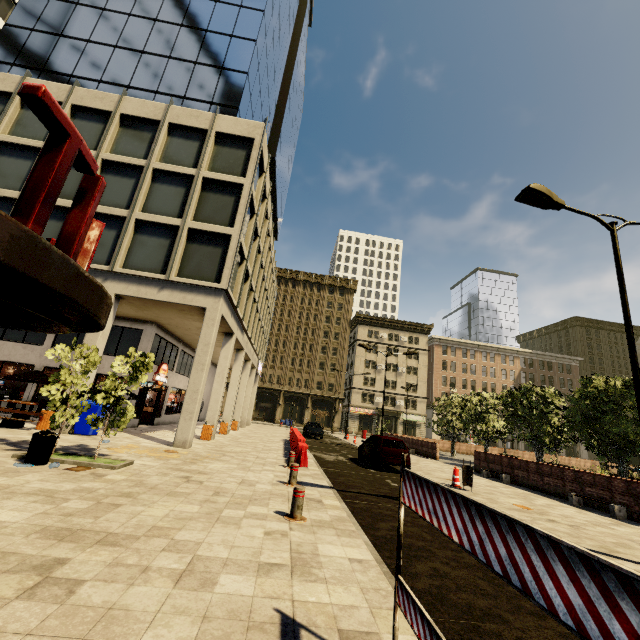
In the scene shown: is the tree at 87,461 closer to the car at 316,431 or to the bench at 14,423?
the bench at 14,423

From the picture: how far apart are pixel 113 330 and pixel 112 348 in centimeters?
107cm

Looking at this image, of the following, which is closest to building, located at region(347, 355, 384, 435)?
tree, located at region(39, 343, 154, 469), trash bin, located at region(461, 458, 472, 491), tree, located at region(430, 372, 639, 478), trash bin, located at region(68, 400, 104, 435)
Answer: trash bin, located at region(68, 400, 104, 435)

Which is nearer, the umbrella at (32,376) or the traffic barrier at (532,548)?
the traffic barrier at (532,548)

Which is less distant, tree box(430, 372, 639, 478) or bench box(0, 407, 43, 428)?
bench box(0, 407, 43, 428)

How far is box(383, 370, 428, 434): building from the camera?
56.8m

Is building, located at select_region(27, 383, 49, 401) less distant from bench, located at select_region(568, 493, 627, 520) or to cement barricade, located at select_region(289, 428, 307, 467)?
cement barricade, located at select_region(289, 428, 307, 467)

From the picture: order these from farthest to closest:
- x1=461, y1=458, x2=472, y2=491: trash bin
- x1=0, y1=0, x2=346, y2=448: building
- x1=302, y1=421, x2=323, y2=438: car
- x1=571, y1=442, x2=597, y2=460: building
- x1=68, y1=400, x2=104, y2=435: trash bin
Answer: x1=571, y1=442, x2=597, y2=460: building
x1=302, y1=421, x2=323, y2=438: car
x1=68, y1=400, x2=104, y2=435: trash bin
x1=461, y1=458, x2=472, y2=491: trash bin
x1=0, y1=0, x2=346, y2=448: building
